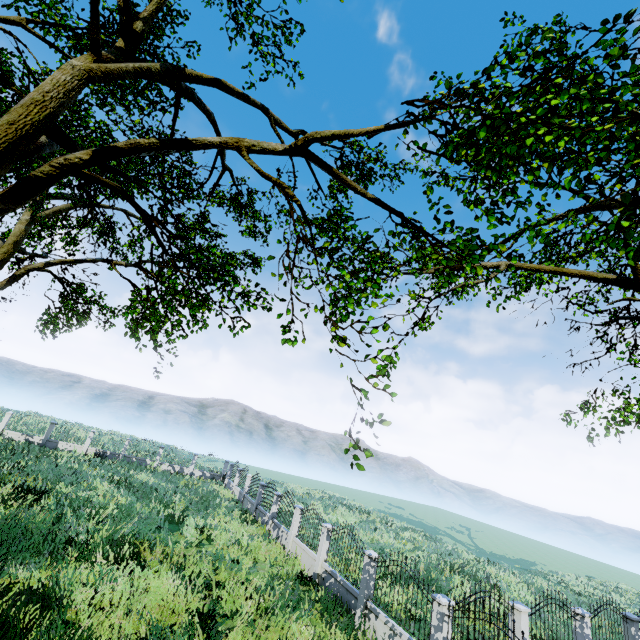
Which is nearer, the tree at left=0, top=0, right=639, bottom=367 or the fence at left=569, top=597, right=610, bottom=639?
the tree at left=0, top=0, right=639, bottom=367

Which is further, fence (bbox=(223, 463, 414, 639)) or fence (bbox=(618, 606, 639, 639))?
fence (bbox=(618, 606, 639, 639))

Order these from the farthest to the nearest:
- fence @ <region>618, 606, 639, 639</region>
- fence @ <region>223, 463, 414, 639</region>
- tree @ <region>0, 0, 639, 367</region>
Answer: fence @ <region>618, 606, 639, 639</region>, fence @ <region>223, 463, 414, 639</region>, tree @ <region>0, 0, 639, 367</region>

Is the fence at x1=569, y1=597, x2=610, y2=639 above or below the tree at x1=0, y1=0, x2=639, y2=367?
below

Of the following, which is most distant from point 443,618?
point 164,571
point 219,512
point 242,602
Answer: point 219,512

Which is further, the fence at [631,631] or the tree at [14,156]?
the fence at [631,631]

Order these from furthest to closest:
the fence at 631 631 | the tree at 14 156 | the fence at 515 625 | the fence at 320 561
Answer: the fence at 631 631 < the fence at 320 561 < the fence at 515 625 < the tree at 14 156
